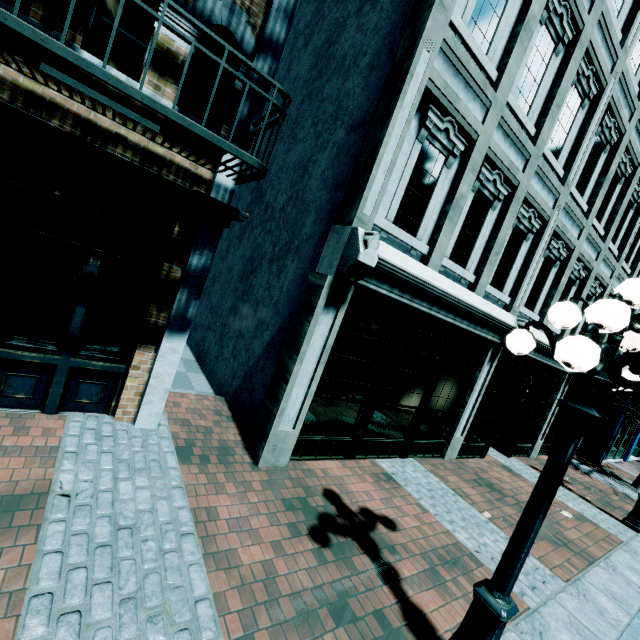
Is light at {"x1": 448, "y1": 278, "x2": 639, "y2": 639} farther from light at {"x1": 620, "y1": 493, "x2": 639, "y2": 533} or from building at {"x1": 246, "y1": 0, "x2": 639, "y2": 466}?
light at {"x1": 620, "y1": 493, "x2": 639, "y2": 533}

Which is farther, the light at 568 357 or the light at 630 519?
the light at 630 519

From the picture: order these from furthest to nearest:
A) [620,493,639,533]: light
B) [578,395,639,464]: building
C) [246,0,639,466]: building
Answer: [578,395,639,464]: building
[620,493,639,533]: light
[246,0,639,466]: building

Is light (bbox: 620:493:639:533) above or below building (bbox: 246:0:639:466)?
below

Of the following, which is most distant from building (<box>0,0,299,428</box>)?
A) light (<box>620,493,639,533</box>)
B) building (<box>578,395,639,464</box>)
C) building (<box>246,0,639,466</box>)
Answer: building (<box>578,395,639,464</box>)

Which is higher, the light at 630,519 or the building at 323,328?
the building at 323,328

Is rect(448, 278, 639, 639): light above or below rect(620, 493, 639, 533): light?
above

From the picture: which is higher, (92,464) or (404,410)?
(404,410)
